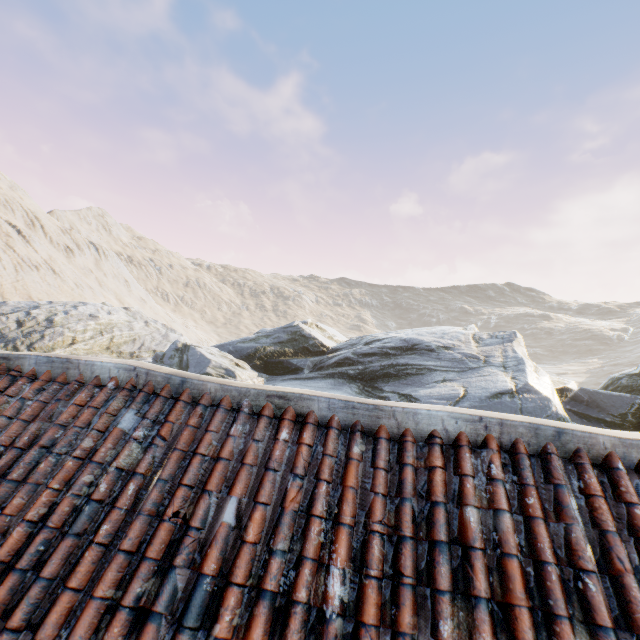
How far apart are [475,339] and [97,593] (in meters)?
20.29
